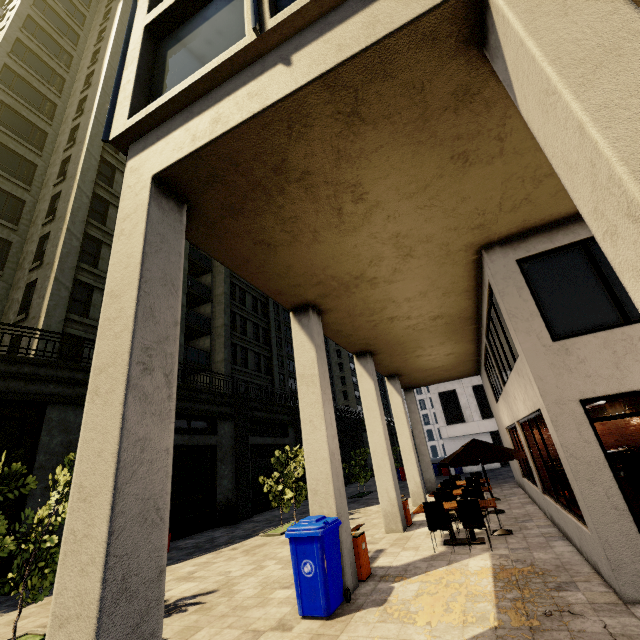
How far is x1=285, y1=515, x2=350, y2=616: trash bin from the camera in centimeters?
523cm

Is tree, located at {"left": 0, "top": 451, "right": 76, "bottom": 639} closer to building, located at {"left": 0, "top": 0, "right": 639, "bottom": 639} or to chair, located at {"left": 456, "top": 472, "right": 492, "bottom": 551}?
building, located at {"left": 0, "top": 0, "right": 639, "bottom": 639}

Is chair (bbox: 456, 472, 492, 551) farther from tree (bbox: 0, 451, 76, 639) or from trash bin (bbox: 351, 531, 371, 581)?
tree (bbox: 0, 451, 76, 639)

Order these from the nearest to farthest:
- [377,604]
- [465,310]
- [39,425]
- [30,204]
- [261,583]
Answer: [377,604] → [261,583] → [465,310] → [39,425] → [30,204]

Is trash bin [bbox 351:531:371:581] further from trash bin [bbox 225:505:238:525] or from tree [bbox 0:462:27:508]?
trash bin [bbox 225:505:238:525]

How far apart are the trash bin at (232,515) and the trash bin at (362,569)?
11.8 meters

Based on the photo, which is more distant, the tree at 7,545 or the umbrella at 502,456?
the umbrella at 502,456

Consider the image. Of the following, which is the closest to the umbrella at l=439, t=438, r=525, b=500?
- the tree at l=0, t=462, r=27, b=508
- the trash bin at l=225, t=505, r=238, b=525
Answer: the tree at l=0, t=462, r=27, b=508
